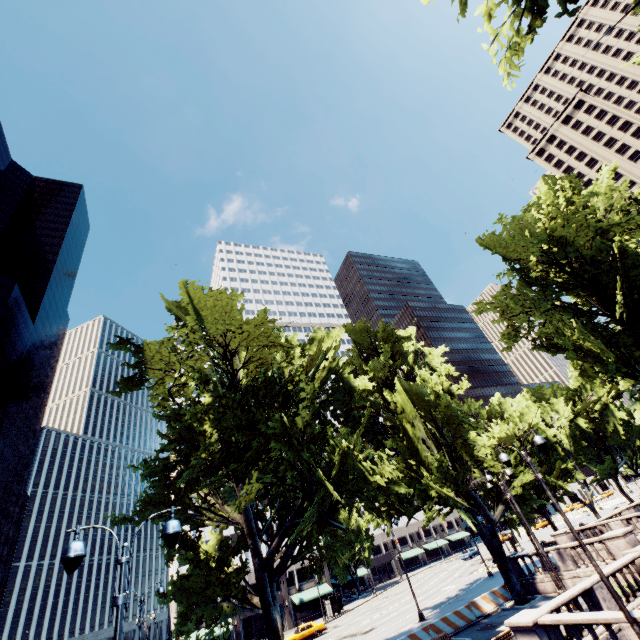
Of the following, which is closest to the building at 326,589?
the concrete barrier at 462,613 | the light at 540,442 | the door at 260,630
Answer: the door at 260,630

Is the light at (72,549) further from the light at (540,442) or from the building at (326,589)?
the building at (326,589)

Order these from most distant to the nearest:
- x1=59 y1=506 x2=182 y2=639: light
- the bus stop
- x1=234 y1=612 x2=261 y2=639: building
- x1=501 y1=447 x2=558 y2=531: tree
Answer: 1. x1=234 y1=612 x2=261 y2=639: building
2. the bus stop
3. x1=501 y1=447 x2=558 y2=531: tree
4. x1=59 y1=506 x2=182 y2=639: light

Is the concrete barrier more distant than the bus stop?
No

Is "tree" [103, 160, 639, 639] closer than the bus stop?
Yes

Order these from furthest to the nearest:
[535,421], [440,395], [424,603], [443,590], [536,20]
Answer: [535,421] → [443,590] → [424,603] → [440,395] → [536,20]

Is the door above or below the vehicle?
above

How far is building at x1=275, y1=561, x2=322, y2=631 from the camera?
50.6m
